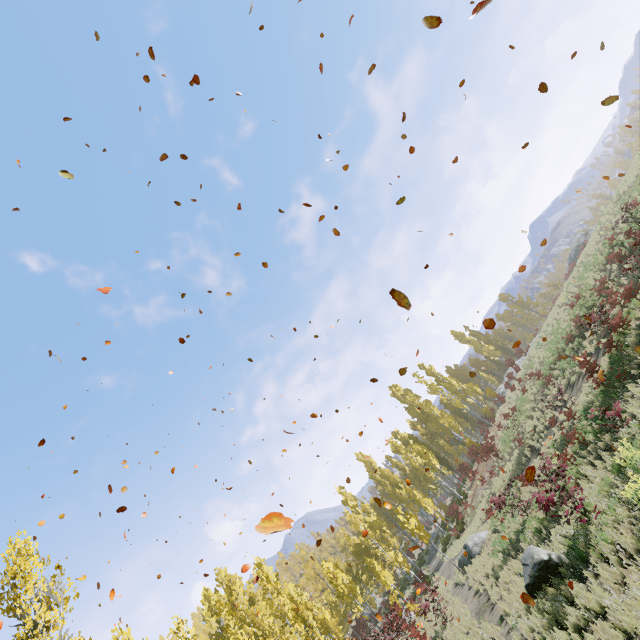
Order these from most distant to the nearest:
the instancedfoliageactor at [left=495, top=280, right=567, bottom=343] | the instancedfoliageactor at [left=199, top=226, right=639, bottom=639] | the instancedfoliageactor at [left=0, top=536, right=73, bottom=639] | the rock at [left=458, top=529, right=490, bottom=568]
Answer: the instancedfoliageactor at [left=495, top=280, right=567, bottom=343] → the rock at [left=458, top=529, right=490, bottom=568] → the instancedfoliageactor at [left=199, top=226, right=639, bottom=639] → the instancedfoliageactor at [left=0, top=536, right=73, bottom=639]

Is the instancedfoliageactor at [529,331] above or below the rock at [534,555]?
above

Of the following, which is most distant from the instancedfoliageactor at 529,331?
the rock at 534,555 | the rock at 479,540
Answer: the rock at 534,555

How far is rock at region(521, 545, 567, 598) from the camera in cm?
1037

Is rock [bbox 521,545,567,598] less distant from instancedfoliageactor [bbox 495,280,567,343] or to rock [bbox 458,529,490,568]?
rock [bbox 458,529,490,568]

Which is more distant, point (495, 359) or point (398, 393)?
point (495, 359)

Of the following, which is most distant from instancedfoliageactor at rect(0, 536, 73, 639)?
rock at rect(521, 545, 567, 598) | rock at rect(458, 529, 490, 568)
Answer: rock at rect(521, 545, 567, 598)
